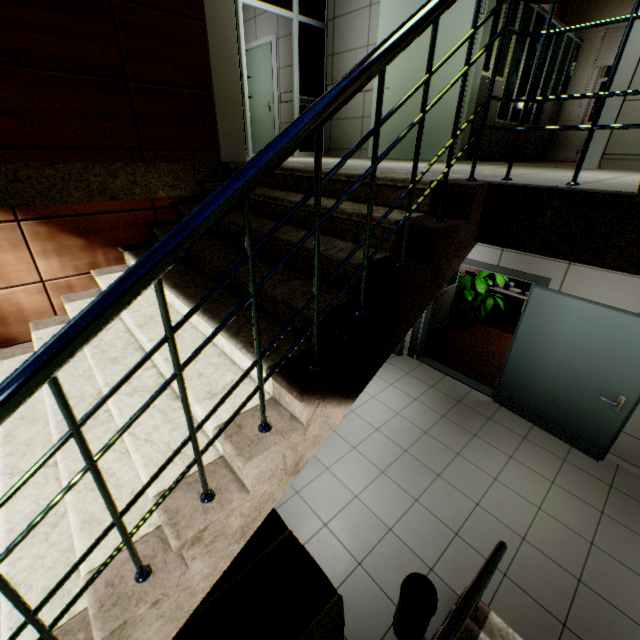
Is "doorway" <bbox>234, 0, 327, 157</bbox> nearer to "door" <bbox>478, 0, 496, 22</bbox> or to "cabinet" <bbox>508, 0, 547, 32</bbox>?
"door" <bbox>478, 0, 496, 22</bbox>

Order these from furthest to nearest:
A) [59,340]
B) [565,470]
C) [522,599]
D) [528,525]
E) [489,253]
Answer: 1. [489,253]
2. [565,470]
3. [528,525]
4. [522,599]
5. [59,340]

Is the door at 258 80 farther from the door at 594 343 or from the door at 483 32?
the door at 483 32

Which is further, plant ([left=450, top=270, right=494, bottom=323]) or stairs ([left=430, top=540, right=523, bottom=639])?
plant ([left=450, top=270, right=494, bottom=323])

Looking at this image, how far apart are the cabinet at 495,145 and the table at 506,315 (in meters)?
2.73

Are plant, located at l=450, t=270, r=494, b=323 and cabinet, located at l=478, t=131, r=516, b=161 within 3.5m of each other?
yes

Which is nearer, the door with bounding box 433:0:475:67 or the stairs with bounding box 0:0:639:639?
the stairs with bounding box 0:0:639:639
